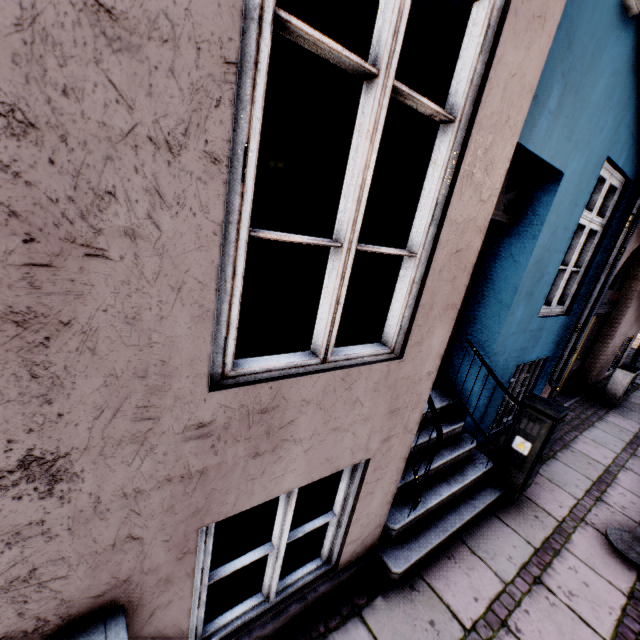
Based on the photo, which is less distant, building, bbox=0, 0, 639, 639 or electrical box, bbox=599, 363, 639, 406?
building, bbox=0, 0, 639, 639

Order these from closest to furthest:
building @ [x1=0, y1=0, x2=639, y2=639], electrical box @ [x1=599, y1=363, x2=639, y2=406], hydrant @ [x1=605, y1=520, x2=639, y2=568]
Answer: building @ [x1=0, y1=0, x2=639, y2=639] → hydrant @ [x1=605, y1=520, x2=639, y2=568] → electrical box @ [x1=599, y1=363, x2=639, y2=406]

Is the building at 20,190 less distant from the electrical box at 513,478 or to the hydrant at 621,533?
the electrical box at 513,478

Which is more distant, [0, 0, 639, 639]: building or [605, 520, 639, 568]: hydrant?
[605, 520, 639, 568]: hydrant

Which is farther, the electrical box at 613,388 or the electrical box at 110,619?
the electrical box at 613,388

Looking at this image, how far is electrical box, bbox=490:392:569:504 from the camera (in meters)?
3.39

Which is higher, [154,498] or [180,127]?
[180,127]

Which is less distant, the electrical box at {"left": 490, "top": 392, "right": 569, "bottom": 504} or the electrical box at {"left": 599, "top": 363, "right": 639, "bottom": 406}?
the electrical box at {"left": 490, "top": 392, "right": 569, "bottom": 504}
